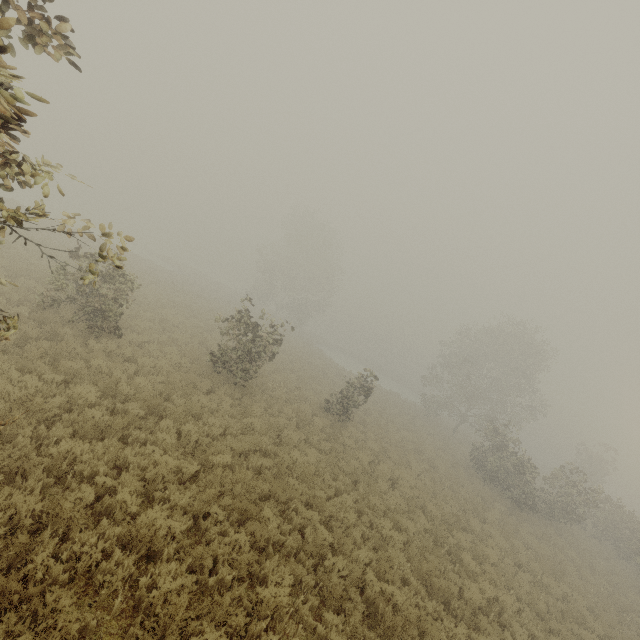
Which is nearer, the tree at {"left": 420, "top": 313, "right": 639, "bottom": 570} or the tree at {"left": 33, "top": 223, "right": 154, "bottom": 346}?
the tree at {"left": 33, "top": 223, "right": 154, "bottom": 346}

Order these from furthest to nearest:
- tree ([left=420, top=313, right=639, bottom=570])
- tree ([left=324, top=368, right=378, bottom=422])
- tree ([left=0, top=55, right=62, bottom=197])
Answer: tree ([left=420, top=313, right=639, bottom=570]) < tree ([left=324, top=368, right=378, bottom=422]) < tree ([left=0, top=55, right=62, bottom=197])

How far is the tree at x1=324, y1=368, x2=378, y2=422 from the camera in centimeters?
1723cm

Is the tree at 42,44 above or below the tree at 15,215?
above

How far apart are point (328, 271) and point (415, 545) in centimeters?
4248cm

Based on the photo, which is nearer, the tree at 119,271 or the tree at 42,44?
the tree at 42,44
